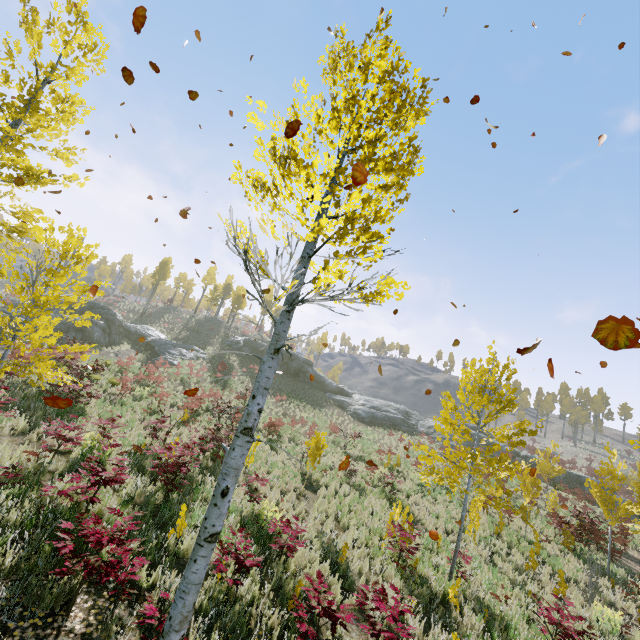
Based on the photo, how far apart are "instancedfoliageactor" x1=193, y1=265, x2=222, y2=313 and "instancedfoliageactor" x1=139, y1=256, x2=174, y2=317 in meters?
9.3

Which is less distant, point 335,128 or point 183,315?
point 335,128

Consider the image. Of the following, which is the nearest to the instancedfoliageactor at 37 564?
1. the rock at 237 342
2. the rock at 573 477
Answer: the rock at 573 477

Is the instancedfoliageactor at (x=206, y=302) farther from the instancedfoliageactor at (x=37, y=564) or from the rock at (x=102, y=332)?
the instancedfoliageactor at (x=37, y=564)

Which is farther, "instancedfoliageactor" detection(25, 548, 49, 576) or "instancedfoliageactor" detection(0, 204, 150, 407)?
"instancedfoliageactor" detection(0, 204, 150, 407)

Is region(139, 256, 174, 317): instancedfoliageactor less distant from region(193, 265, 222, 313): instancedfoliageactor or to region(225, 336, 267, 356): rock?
region(193, 265, 222, 313): instancedfoliageactor

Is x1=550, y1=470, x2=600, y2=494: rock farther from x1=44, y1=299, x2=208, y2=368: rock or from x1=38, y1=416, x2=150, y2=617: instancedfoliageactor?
x1=44, y1=299, x2=208, y2=368: rock

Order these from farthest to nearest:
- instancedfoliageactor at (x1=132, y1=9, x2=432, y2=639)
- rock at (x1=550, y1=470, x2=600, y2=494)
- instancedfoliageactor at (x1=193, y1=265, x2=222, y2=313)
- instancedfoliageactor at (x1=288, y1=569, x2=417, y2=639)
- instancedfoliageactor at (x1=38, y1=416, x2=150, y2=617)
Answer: instancedfoliageactor at (x1=193, y1=265, x2=222, y2=313) < rock at (x1=550, y1=470, x2=600, y2=494) < instancedfoliageactor at (x1=288, y1=569, x2=417, y2=639) < instancedfoliageactor at (x1=38, y1=416, x2=150, y2=617) < instancedfoliageactor at (x1=132, y1=9, x2=432, y2=639)
